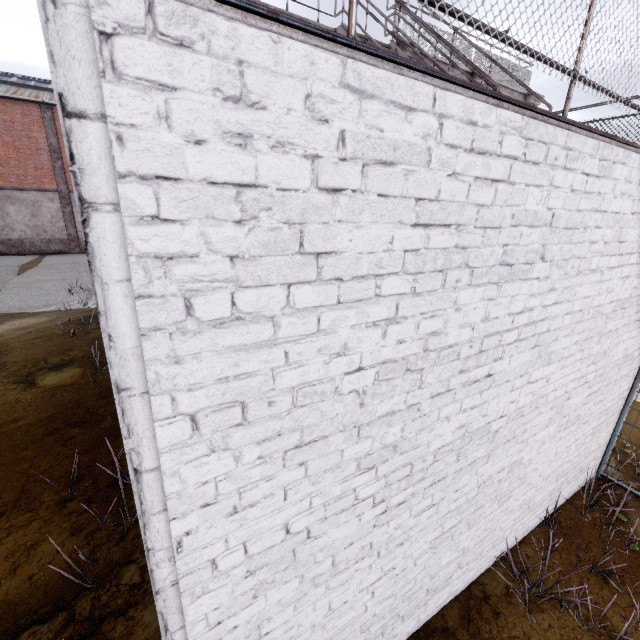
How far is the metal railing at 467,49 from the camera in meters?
8.4 m

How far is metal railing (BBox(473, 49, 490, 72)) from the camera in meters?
8.9

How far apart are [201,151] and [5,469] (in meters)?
6.04

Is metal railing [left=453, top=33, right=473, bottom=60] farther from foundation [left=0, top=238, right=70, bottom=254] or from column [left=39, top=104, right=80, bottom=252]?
foundation [left=0, top=238, right=70, bottom=254]

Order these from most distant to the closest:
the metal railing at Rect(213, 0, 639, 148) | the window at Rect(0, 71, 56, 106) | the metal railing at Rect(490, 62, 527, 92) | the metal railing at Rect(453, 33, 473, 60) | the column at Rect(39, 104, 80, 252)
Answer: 1. the column at Rect(39, 104, 80, 252)
2. the window at Rect(0, 71, 56, 106)
3. the metal railing at Rect(490, 62, 527, 92)
4. the metal railing at Rect(453, 33, 473, 60)
5. the metal railing at Rect(213, 0, 639, 148)

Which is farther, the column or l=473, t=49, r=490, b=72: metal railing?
the column

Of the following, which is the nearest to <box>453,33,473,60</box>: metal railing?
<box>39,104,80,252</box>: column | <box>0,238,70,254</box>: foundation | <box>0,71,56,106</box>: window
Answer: <box>0,71,56,106</box>: window

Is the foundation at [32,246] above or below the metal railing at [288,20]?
below
